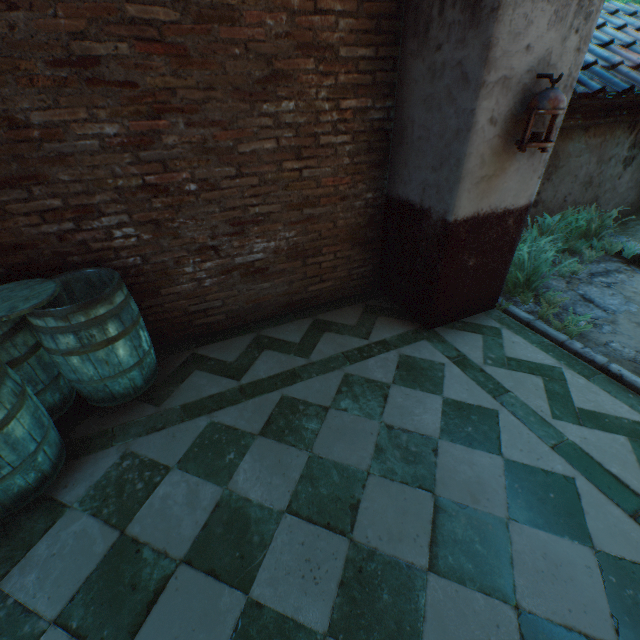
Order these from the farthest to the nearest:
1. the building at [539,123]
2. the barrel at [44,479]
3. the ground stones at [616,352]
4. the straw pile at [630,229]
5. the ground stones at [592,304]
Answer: the straw pile at [630,229]
the ground stones at [592,304]
the ground stones at [616,352]
the building at [539,123]
the barrel at [44,479]

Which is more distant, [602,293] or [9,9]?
[602,293]

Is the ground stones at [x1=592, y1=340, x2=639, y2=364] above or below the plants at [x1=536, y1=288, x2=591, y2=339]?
below

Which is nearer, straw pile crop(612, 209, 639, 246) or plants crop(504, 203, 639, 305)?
plants crop(504, 203, 639, 305)

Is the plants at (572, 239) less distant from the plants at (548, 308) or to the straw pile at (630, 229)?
the plants at (548, 308)

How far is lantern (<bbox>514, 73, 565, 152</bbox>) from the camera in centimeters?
225cm

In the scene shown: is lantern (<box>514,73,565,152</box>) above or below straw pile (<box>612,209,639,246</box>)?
above

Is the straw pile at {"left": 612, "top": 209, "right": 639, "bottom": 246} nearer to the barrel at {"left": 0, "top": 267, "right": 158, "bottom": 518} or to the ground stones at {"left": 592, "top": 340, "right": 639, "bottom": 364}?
the ground stones at {"left": 592, "top": 340, "right": 639, "bottom": 364}
